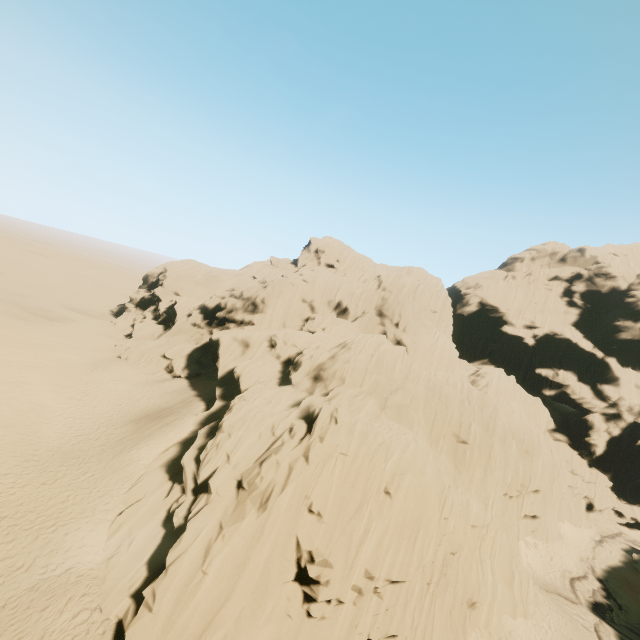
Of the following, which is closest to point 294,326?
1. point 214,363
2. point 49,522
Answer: point 214,363
